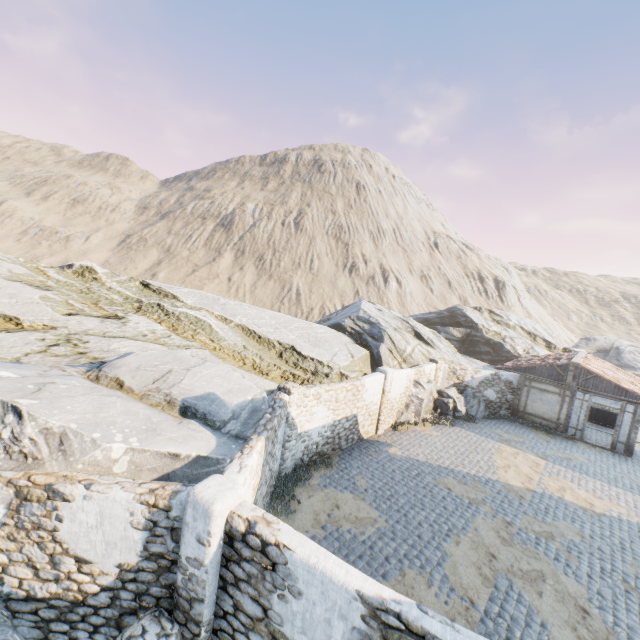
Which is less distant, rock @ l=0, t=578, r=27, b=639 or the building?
rock @ l=0, t=578, r=27, b=639

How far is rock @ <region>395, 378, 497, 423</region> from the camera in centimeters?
1784cm

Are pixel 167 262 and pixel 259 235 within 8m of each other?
no

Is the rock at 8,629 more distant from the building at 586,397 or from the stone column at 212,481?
the building at 586,397

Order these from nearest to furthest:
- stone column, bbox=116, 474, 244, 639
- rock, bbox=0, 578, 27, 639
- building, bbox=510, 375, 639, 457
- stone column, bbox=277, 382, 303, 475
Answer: rock, bbox=0, 578, 27, 639, stone column, bbox=116, 474, 244, 639, stone column, bbox=277, 382, 303, 475, building, bbox=510, 375, 639, 457

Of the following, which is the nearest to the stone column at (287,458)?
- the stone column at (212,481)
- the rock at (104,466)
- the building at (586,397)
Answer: the rock at (104,466)

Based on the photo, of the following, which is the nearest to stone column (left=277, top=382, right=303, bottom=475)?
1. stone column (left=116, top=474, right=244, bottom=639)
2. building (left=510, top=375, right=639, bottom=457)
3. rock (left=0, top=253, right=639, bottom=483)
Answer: rock (left=0, top=253, right=639, bottom=483)

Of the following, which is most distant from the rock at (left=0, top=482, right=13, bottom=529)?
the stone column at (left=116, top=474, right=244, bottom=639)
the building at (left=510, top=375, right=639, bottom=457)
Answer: the building at (left=510, top=375, right=639, bottom=457)
